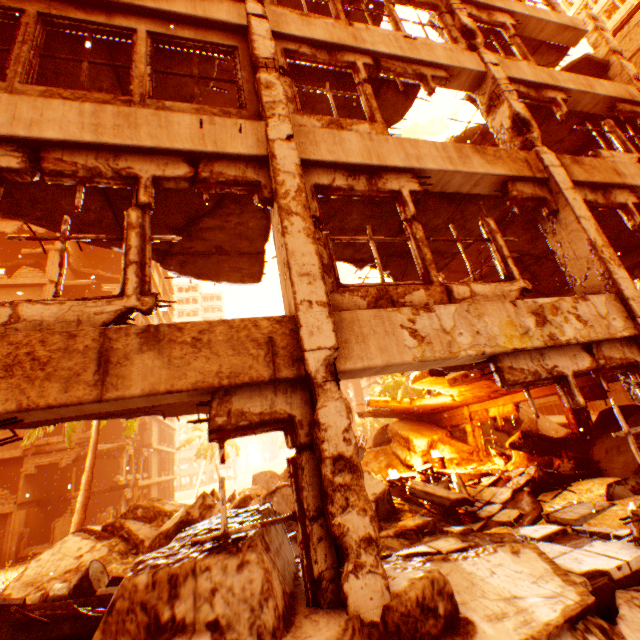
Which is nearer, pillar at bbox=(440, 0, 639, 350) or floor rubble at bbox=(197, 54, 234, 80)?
pillar at bbox=(440, 0, 639, 350)

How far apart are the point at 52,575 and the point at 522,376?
9.46m

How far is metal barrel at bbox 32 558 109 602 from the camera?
4.8m

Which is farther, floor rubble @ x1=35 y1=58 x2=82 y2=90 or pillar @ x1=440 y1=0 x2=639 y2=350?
floor rubble @ x1=35 y1=58 x2=82 y2=90

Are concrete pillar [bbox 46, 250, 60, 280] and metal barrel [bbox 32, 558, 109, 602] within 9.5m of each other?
no

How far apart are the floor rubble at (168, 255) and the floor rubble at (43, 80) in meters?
2.4

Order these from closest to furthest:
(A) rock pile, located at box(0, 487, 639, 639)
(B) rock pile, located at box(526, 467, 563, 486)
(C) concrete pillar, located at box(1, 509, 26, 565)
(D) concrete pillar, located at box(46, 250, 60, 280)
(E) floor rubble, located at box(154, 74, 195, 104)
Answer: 1. (A) rock pile, located at box(0, 487, 639, 639)
2. (E) floor rubble, located at box(154, 74, 195, 104)
3. (B) rock pile, located at box(526, 467, 563, 486)
4. (C) concrete pillar, located at box(1, 509, 26, 565)
5. (D) concrete pillar, located at box(46, 250, 60, 280)

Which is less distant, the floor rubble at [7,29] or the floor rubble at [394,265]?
the floor rubble at [7,29]
